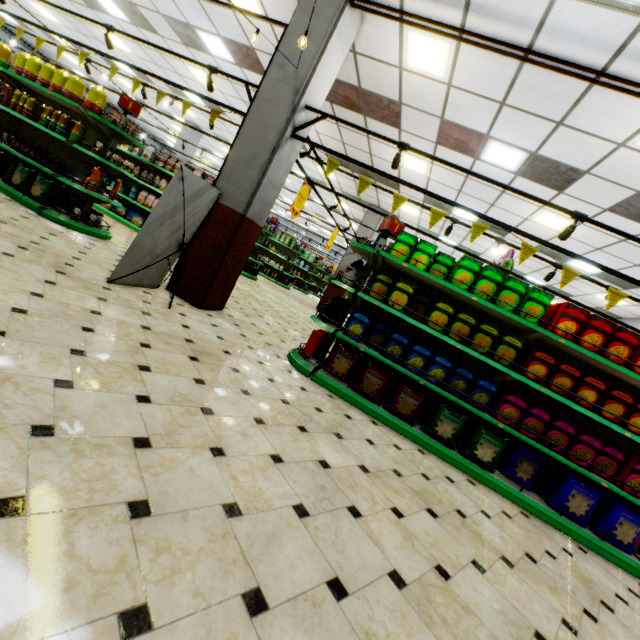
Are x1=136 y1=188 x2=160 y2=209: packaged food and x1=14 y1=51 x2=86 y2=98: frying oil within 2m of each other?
no

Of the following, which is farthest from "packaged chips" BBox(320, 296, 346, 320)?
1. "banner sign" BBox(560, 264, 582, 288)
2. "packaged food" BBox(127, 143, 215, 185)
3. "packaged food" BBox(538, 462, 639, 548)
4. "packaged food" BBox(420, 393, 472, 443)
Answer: "packaged food" BBox(127, 143, 215, 185)

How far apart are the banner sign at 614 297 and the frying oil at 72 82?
9.2 meters

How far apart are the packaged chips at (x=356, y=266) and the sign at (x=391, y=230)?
0.5m

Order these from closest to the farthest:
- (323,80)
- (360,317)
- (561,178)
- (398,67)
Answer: (360,317) → (323,80) → (398,67) → (561,178)

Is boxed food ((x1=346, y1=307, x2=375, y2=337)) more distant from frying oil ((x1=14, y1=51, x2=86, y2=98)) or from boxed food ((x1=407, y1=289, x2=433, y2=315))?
frying oil ((x1=14, y1=51, x2=86, y2=98))

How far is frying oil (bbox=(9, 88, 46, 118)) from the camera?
5.6m

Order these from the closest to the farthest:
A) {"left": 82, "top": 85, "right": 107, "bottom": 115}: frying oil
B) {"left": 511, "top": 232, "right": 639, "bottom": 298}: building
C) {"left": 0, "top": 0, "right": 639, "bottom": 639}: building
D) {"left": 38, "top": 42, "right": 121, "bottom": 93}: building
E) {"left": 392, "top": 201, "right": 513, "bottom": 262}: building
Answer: {"left": 0, "top": 0, "right": 639, "bottom": 639}: building
{"left": 82, "top": 85, "right": 107, "bottom": 115}: frying oil
{"left": 511, "top": 232, "right": 639, "bottom": 298}: building
{"left": 392, "top": 201, "right": 513, "bottom": 262}: building
{"left": 38, "top": 42, "right": 121, "bottom": 93}: building
